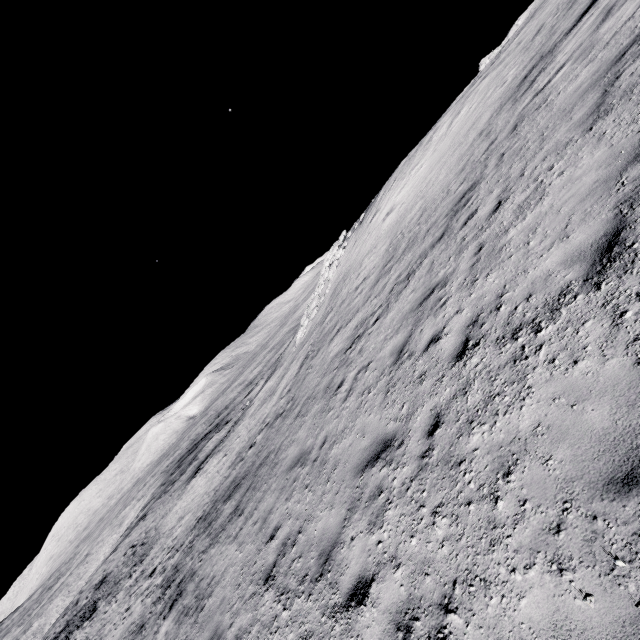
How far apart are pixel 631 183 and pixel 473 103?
15.0m
